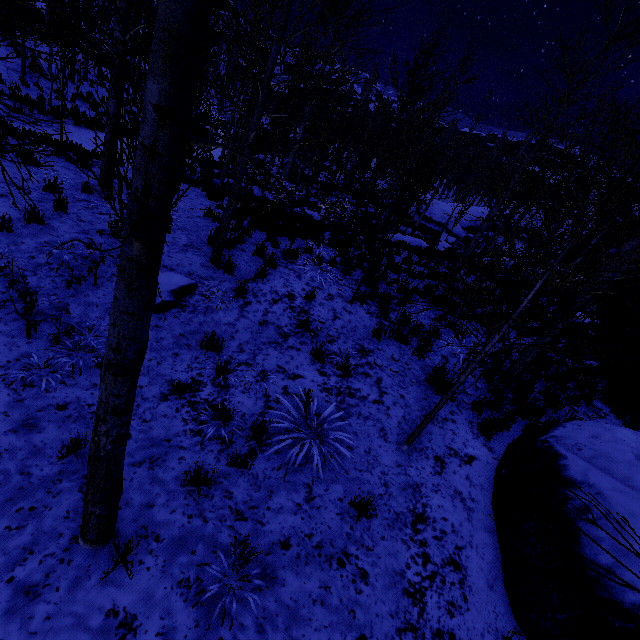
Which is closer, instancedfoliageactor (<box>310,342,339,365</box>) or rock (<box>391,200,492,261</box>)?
instancedfoliageactor (<box>310,342,339,365</box>)

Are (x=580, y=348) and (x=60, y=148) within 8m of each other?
no

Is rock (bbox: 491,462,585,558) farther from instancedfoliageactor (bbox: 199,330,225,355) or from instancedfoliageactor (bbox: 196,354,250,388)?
instancedfoliageactor (bbox: 196,354,250,388)

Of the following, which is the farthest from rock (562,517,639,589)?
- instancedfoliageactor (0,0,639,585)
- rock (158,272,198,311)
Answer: rock (158,272,198,311)

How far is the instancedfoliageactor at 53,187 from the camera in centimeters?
666cm

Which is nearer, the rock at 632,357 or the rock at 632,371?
the rock at 632,371

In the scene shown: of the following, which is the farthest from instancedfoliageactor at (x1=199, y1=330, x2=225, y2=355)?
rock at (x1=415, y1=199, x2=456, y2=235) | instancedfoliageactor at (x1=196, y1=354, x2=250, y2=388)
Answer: instancedfoliageactor at (x1=196, y1=354, x2=250, y2=388)
